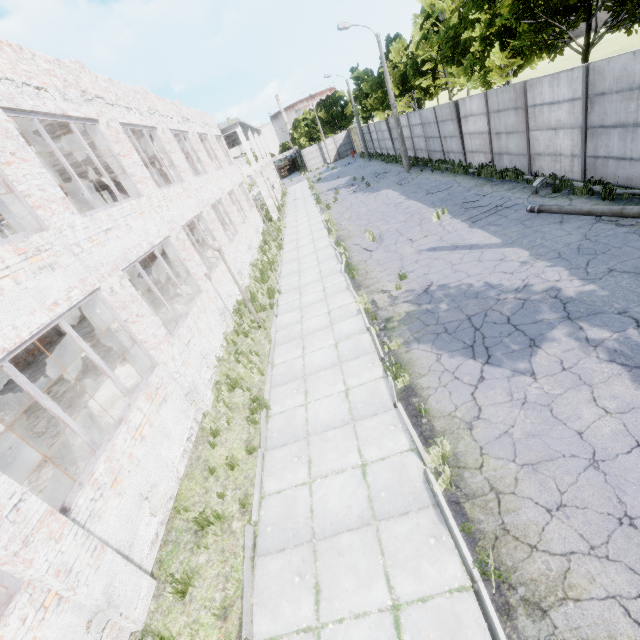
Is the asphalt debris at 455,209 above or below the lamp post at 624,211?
below

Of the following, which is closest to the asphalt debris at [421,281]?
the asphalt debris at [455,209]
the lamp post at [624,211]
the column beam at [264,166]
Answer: the asphalt debris at [455,209]

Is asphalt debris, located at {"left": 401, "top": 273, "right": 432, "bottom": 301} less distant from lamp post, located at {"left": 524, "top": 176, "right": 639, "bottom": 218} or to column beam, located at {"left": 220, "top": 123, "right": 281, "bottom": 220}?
lamp post, located at {"left": 524, "top": 176, "right": 639, "bottom": 218}

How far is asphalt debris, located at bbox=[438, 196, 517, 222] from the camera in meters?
12.7

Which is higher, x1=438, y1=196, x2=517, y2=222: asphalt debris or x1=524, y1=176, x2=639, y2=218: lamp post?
x1=524, y1=176, x2=639, y2=218: lamp post

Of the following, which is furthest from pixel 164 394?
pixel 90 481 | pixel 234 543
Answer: pixel 234 543

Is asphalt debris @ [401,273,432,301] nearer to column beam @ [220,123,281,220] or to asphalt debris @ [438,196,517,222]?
asphalt debris @ [438,196,517,222]

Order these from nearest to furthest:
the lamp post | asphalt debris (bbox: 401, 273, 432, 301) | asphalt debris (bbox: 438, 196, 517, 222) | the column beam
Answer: the lamp post
asphalt debris (bbox: 401, 273, 432, 301)
asphalt debris (bbox: 438, 196, 517, 222)
the column beam
